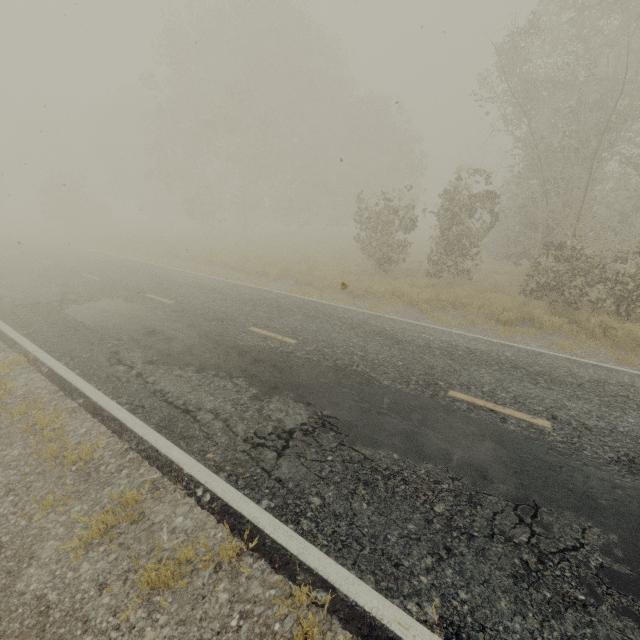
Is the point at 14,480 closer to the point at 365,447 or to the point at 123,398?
the point at 123,398
